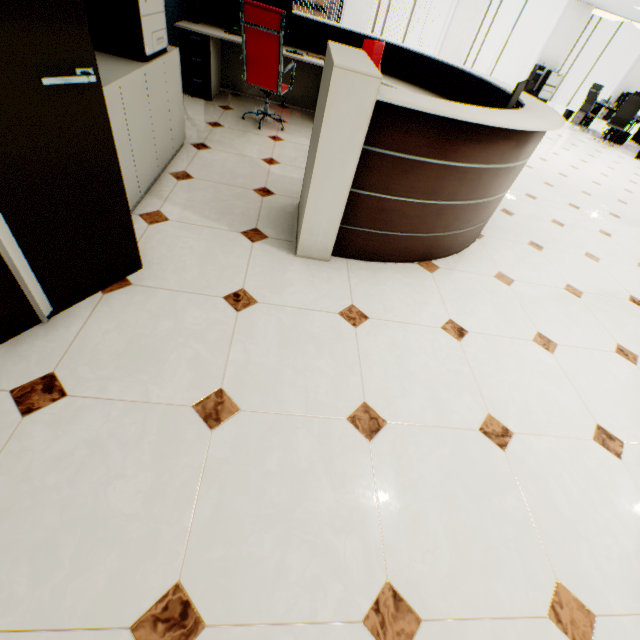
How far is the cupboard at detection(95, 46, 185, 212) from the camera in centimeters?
202cm

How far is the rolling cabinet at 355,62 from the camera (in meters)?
1.69

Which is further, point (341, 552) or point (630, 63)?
point (630, 63)

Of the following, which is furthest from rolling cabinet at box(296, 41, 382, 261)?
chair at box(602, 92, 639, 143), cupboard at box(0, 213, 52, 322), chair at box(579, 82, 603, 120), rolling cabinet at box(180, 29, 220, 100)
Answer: chair at box(579, 82, 603, 120)

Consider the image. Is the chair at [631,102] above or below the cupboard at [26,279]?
above

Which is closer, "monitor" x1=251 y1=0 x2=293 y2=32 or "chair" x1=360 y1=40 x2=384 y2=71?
"chair" x1=360 y1=40 x2=384 y2=71

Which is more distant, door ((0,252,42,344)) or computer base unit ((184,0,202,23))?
computer base unit ((184,0,202,23))

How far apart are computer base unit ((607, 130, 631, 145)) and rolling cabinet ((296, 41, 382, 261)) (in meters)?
12.43
